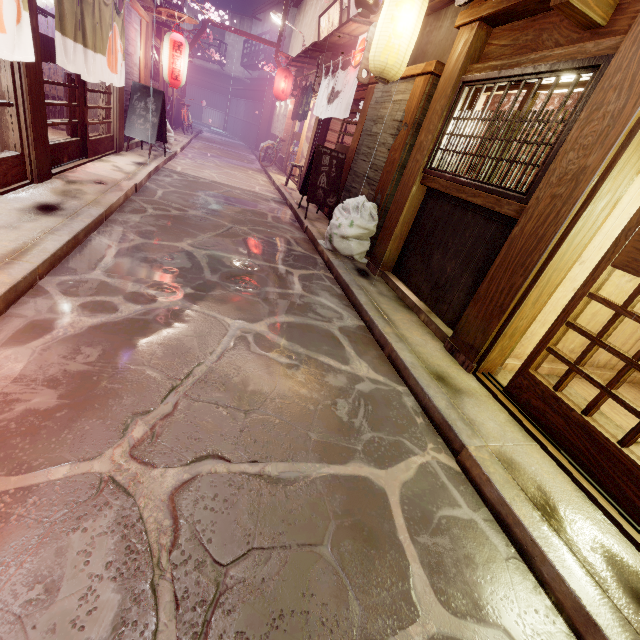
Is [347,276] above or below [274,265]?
above

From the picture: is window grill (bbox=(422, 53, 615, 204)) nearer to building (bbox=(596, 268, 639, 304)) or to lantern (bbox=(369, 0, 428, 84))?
building (bbox=(596, 268, 639, 304))

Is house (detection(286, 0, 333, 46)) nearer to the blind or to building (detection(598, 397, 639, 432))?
the blind

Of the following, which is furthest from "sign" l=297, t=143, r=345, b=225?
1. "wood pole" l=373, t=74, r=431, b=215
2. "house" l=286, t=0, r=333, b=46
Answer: "house" l=286, t=0, r=333, b=46

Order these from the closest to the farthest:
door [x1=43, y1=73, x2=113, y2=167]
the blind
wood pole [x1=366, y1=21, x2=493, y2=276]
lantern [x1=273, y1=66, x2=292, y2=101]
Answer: the blind < wood pole [x1=366, y1=21, x2=493, y2=276] < door [x1=43, y1=73, x2=113, y2=167] < lantern [x1=273, y1=66, x2=292, y2=101]

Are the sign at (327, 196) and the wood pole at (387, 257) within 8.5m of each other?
yes

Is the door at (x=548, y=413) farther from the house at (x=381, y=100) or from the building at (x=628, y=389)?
the house at (x=381, y=100)

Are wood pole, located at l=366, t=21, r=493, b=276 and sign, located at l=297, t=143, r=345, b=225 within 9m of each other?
yes
